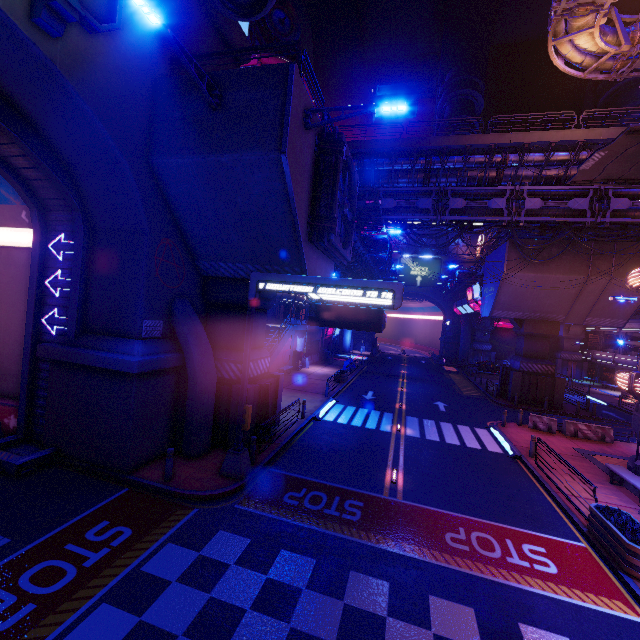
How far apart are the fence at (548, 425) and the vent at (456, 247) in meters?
42.9 m

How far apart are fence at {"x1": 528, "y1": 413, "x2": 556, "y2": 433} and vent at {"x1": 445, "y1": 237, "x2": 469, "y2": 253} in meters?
42.9 m

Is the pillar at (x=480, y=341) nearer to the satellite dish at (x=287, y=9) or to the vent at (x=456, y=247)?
the vent at (x=456, y=247)

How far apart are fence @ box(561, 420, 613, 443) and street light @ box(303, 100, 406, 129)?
20.7m

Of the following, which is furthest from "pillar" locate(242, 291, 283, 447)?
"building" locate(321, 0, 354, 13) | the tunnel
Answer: "building" locate(321, 0, 354, 13)

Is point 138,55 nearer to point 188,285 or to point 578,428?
point 188,285

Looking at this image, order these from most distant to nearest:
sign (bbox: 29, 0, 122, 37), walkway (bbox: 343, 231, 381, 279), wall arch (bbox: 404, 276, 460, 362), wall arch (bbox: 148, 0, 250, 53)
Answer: wall arch (bbox: 404, 276, 460, 362)
walkway (bbox: 343, 231, 381, 279)
wall arch (bbox: 148, 0, 250, 53)
sign (bbox: 29, 0, 122, 37)

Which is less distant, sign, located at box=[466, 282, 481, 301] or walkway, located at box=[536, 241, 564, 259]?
walkway, located at box=[536, 241, 564, 259]
